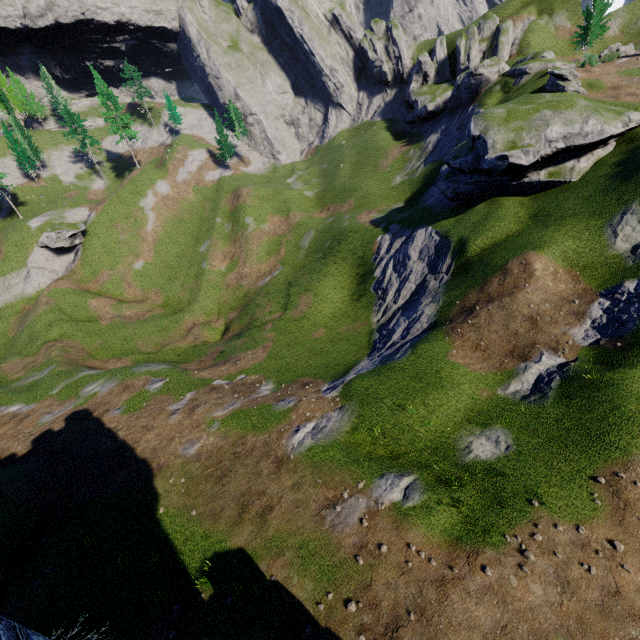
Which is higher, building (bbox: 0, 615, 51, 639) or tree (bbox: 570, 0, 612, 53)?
tree (bbox: 570, 0, 612, 53)

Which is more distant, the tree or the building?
the tree

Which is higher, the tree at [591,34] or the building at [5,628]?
the tree at [591,34]

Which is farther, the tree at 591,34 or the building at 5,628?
the tree at 591,34

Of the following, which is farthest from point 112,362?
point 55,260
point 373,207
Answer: point 373,207
